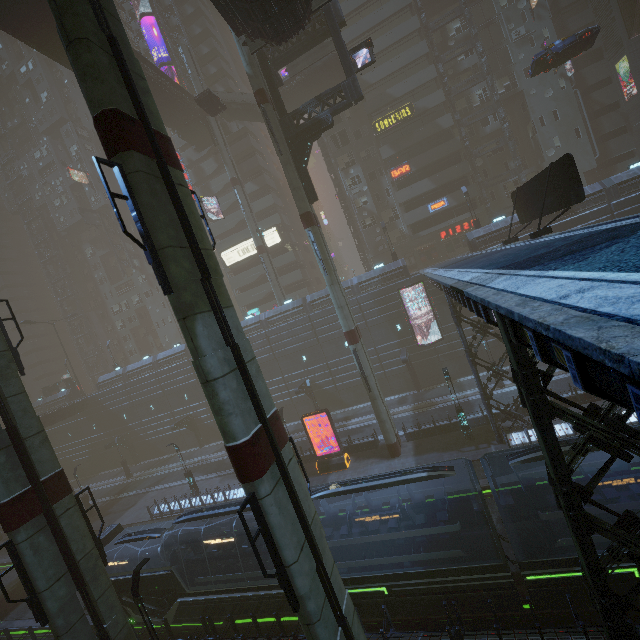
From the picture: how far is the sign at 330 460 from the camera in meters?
24.9 m

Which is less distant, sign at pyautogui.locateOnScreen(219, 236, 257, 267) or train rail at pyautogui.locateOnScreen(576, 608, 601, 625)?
train rail at pyautogui.locateOnScreen(576, 608, 601, 625)

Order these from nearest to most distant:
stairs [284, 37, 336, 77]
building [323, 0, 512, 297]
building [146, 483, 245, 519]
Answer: building [146, 483, 245, 519]
stairs [284, 37, 336, 77]
building [323, 0, 512, 297]

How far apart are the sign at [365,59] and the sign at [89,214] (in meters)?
51.96

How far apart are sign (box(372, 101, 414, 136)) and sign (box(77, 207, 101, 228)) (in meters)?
48.33

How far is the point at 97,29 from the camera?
8.4 meters

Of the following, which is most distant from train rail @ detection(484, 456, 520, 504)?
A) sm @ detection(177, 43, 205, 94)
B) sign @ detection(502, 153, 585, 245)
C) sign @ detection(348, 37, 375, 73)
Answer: sign @ detection(348, 37, 375, 73)

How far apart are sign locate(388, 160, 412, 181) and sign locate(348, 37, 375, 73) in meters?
20.2 m
